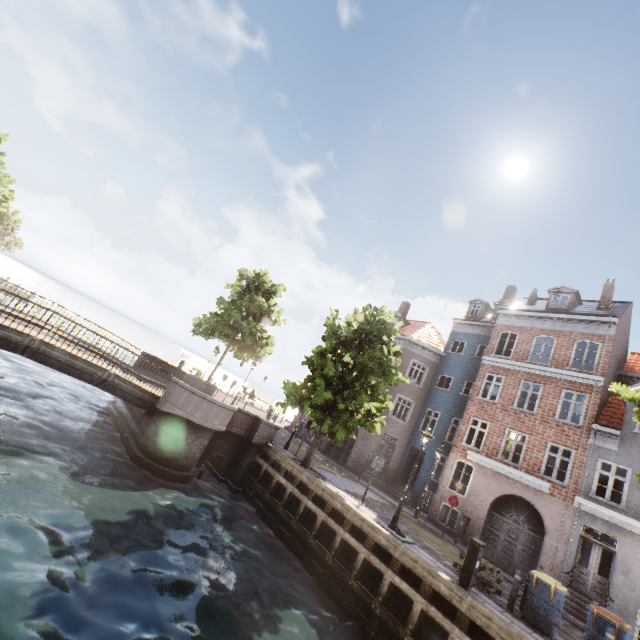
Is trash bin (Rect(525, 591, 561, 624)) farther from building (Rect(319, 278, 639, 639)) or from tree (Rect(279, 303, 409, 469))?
building (Rect(319, 278, 639, 639))

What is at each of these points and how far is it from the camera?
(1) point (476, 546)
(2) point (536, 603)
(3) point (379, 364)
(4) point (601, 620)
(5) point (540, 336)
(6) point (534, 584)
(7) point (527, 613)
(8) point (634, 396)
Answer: (1) electrical box, 8.7 meters
(2) trash bin, 8.9 meters
(3) tree, 15.0 meters
(4) trash bin, 8.2 meters
(5) building, 19.5 meters
(6) trash bin, 9.1 meters
(7) trash bin, 9.0 meters
(8) tree, 8.4 meters

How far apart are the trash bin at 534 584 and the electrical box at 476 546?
1.8 meters

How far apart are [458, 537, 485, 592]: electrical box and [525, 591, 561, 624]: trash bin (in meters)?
1.82

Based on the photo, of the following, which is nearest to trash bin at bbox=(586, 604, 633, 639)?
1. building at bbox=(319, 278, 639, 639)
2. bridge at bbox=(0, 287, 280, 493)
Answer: building at bbox=(319, 278, 639, 639)

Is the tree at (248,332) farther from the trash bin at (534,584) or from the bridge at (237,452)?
the trash bin at (534,584)

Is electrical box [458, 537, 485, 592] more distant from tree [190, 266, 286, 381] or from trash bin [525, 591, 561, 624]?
tree [190, 266, 286, 381]
